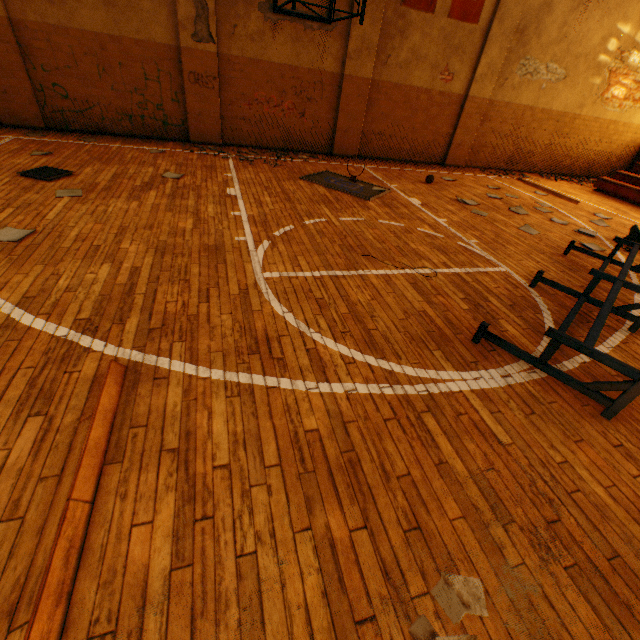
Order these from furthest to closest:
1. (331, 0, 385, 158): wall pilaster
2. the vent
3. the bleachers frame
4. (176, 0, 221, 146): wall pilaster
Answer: (331, 0, 385, 158): wall pilaster
(176, 0, 221, 146): wall pilaster
the vent
the bleachers frame

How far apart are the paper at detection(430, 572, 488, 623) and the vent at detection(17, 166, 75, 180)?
7.0 meters

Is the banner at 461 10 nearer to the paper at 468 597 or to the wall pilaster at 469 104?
the wall pilaster at 469 104

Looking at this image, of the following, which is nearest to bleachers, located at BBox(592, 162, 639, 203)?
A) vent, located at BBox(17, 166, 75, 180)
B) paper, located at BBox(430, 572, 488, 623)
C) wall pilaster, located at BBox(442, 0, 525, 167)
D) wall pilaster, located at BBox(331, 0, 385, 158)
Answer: wall pilaster, located at BBox(442, 0, 525, 167)

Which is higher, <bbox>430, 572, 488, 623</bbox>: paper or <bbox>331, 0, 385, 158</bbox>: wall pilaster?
<bbox>331, 0, 385, 158</bbox>: wall pilaster

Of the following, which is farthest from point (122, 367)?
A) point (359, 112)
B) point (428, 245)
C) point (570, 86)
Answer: point (570, 86)

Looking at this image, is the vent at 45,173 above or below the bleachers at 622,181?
below

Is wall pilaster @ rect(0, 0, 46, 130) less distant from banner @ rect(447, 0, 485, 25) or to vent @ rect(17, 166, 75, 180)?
vent @ rect(17, 166, 75, 180)
